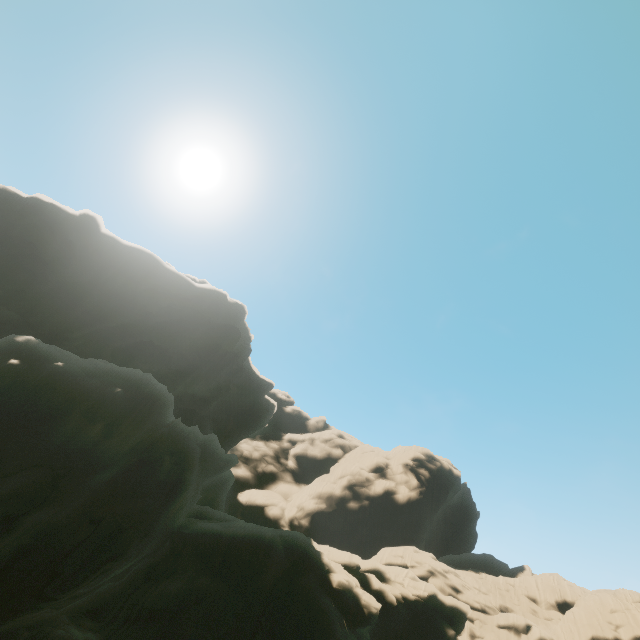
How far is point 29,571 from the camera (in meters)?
12.48
